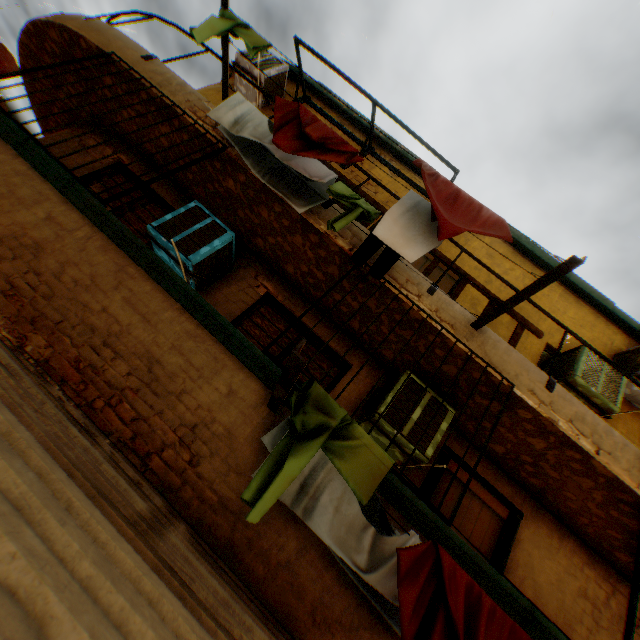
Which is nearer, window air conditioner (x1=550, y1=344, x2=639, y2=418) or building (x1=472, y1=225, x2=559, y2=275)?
window air conditioner (x1=550, y1=344, x2=639, y2=418)

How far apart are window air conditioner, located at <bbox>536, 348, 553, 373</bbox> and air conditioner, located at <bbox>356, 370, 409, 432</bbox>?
2.1m

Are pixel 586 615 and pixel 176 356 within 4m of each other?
no

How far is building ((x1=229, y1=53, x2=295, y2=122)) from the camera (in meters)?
5.04

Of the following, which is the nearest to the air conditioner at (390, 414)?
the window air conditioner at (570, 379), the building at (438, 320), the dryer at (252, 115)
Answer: the building at (438, 320)

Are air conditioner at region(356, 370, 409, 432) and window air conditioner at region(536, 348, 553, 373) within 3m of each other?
yes

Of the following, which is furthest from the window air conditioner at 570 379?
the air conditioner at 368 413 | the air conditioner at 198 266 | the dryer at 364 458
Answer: the air conditioner at 198 266

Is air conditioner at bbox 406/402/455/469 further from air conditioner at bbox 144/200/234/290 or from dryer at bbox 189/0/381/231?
air conditioner at bbox 144/200/234/290
